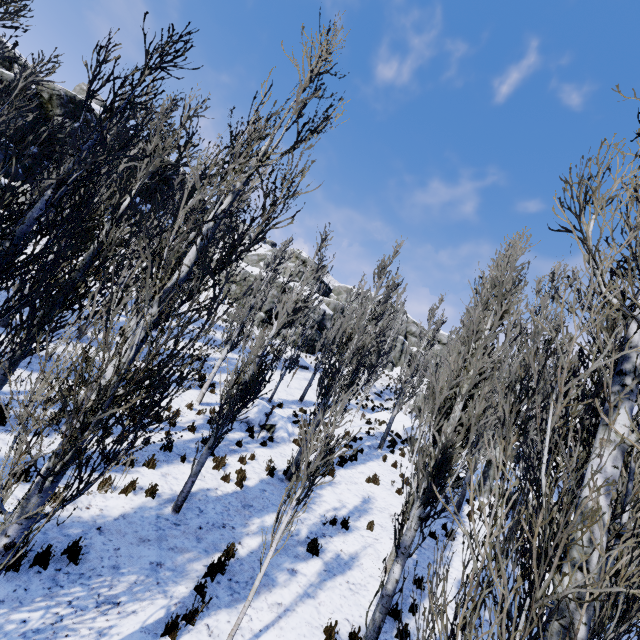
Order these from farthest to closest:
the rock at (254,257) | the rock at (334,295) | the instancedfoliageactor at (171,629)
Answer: the rock at (334,295) → the rock at (254,257) → the instancedfoliageactor at (171,629)

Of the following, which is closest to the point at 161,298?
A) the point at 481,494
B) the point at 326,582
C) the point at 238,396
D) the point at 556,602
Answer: the point at 556,602

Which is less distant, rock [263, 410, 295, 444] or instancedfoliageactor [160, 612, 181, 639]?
instancedfoliageactor [160, 612, 181, 639]

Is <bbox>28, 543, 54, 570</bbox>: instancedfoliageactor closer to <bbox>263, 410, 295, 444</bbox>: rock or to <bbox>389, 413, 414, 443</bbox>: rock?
<bbox>389, 413, 414, 443</bbox>: rock

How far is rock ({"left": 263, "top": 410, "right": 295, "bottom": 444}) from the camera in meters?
14.5

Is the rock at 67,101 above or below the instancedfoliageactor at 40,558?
above

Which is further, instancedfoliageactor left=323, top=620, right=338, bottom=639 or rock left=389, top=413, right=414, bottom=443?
rock left=389, top=413, right=414, bottom=443

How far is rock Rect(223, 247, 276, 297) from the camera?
31.59m
